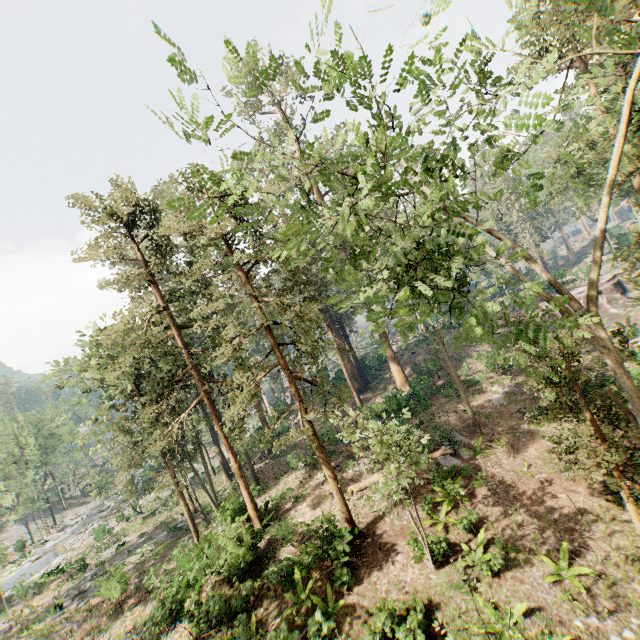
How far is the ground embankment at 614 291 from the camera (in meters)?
35.28

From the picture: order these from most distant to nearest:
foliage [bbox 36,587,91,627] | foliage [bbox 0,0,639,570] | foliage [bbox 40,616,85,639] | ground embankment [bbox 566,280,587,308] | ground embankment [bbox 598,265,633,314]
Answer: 1. ground embankment [bbox 566,280,587,308]
2. ground embankment [bbox 598,265,633,314]
3. foliage [bbox 36,587,91,627]
4. foliage [bbox 40,616,85,639]
5. foliage [bbox 0,0,639,570]

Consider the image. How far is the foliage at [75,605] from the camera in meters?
24.1 m

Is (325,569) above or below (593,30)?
below

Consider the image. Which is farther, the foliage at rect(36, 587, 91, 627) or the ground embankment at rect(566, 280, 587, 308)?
the ground embankment at rect(566, 280, 587, 308)

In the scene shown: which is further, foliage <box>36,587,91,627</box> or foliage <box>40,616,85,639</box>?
foliage <box>36,587,91,627</box>

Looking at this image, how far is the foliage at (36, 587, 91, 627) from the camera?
24.1m
